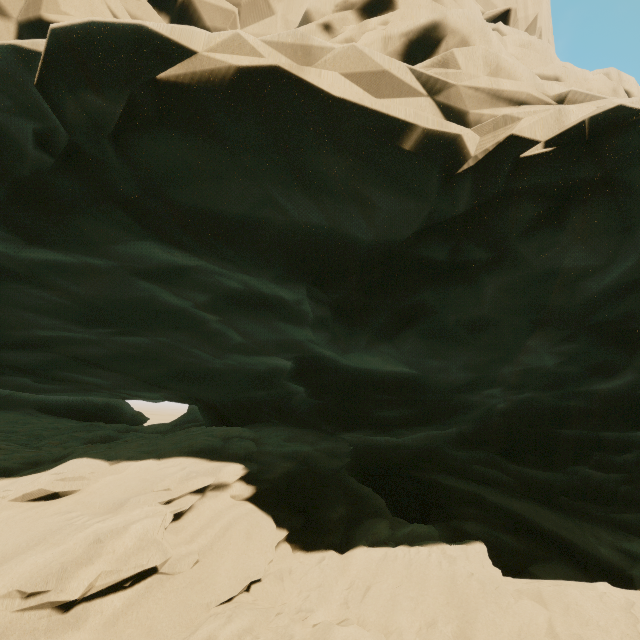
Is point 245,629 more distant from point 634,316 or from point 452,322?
point 634,316
